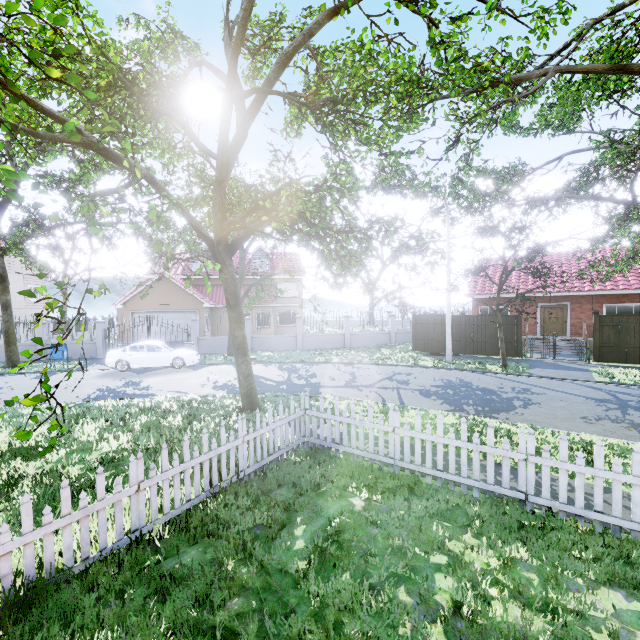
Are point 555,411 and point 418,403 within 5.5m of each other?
yes

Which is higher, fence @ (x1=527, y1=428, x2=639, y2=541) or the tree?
the tree

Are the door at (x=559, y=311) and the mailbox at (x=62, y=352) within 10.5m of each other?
no

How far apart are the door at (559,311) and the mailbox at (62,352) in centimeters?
2923cm

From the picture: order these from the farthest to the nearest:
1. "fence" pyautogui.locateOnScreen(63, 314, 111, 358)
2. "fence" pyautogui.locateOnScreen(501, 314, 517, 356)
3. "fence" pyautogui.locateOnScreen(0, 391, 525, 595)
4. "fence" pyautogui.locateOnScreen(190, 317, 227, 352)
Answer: "fence" pyautogui.locateOnScreen(190, 317, 227, 352), "fence" pyautogui.locateOnScreen(63, 314, 111, 358), "fence" pyautogui.locateOnScreen(501, 314, 517, 356), "fence" pyautogui.locateOnScreen(0, 391, 525, 595)

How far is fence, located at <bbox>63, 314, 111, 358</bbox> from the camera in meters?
21.0 m

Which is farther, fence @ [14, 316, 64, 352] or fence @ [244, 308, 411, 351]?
fence @ [244, 308, 411, 351]

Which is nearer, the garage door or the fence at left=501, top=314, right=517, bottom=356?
the fence at left=501, top=314, right=517, bottom=356
